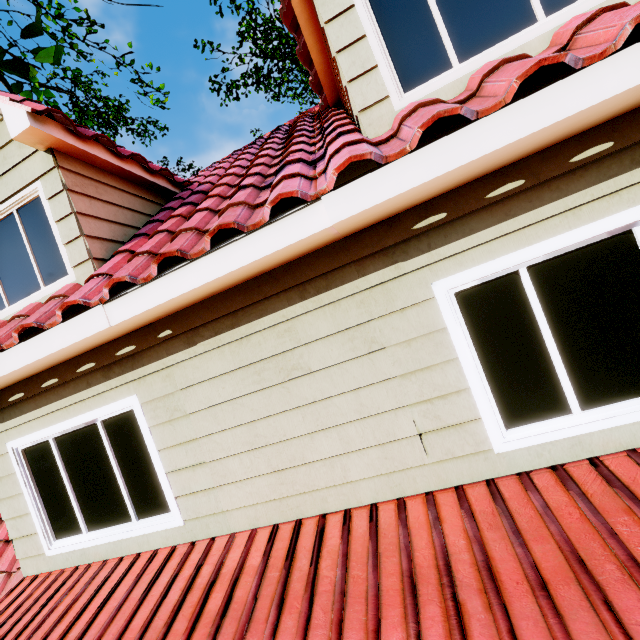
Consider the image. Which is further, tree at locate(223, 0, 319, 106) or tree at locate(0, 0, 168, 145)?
tree at locate(223, 0, 319, 106)

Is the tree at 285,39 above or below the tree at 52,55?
above

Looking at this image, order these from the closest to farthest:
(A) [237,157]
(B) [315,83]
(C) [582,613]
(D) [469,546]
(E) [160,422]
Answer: (C) [582,613], (D) [469,546], (E) [160,422], (B) [315,83], (A) [237,157]

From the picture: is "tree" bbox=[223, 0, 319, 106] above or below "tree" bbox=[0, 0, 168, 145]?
above

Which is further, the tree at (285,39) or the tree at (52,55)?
the tree at (285,39)
